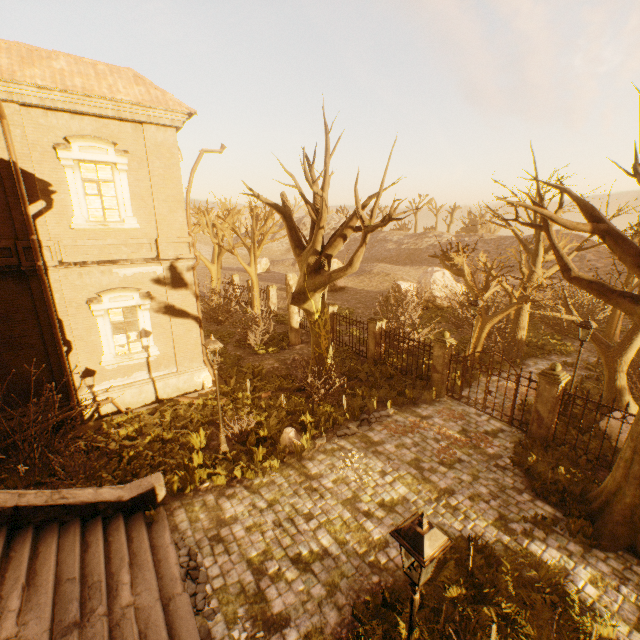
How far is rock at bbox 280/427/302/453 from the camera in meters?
10.5 m

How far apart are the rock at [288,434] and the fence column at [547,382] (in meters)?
7.75

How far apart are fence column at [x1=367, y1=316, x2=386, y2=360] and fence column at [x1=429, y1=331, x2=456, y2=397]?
3.31m

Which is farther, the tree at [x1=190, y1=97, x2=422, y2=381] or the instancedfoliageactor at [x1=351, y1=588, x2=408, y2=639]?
the tree at [x1=190, y1=97, x2=422, y2=381]

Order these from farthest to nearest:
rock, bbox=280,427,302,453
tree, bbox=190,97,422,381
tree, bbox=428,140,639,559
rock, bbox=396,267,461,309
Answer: rock, bbox=396,267,461,309 < rock, bbox=280,427,302,453 < tree, bbox=190,97,422,381 < tree, bbox=428,140,639,559

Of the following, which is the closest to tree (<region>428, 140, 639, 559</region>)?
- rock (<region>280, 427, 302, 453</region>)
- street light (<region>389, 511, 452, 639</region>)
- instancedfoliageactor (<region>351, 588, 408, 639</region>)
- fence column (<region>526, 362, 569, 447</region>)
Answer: fence column (<region>526, 362, 569, 447</region>)

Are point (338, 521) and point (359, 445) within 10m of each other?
yes

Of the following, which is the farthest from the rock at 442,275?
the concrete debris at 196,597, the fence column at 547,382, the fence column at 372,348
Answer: the concrete debris at 196,597
